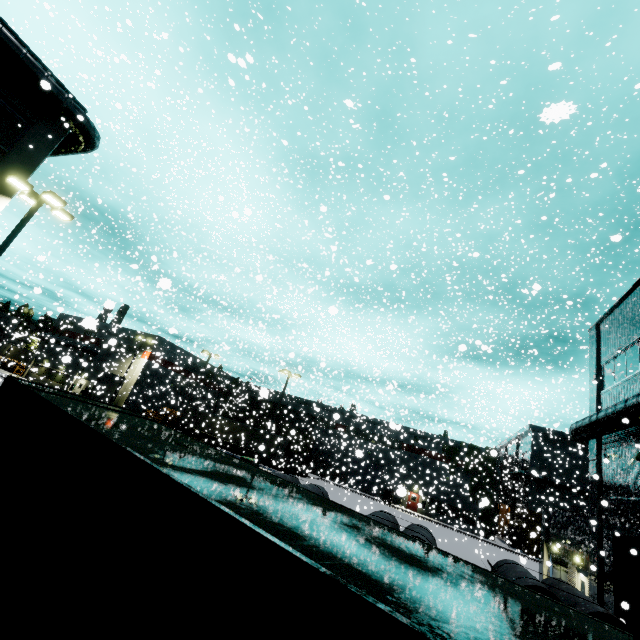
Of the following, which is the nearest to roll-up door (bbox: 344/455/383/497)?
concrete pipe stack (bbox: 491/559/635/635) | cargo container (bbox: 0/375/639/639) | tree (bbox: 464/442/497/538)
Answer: tree (bbox: 464/442/497/538)

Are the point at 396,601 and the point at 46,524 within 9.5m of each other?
yes

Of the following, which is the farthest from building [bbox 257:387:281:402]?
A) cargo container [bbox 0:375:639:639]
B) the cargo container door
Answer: the cargo container door

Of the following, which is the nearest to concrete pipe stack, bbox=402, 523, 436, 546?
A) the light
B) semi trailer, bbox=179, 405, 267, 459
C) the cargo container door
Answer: semi trailer, bbox=179, 405, 267, 459

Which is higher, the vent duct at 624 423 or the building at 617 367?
the building at 617 367

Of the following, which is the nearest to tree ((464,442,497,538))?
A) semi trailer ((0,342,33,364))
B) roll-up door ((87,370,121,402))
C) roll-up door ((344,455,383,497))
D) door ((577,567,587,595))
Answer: roll-up door ((344,455,383,497))

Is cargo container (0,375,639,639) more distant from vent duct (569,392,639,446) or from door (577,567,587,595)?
door (577,567,587,595)

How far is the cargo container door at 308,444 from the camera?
42.12m
